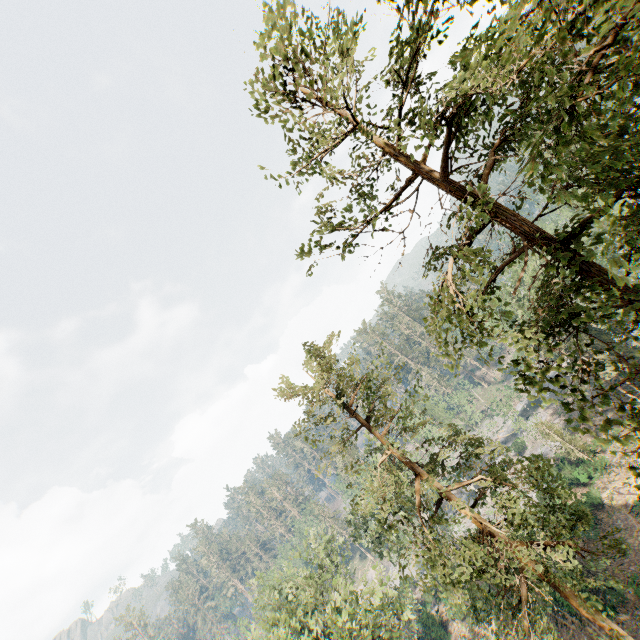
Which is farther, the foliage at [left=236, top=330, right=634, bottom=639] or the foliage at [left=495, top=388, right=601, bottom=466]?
the foliage at [left=495, top=388, right=601, bottom=466]

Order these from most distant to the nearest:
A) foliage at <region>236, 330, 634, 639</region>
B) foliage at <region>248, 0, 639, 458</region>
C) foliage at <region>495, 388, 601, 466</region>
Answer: foliage at <region>495, 388, 601, 466</region> → foliage at <region>236, 330, 634, 639</region> → foliage at <region>248, 0, 639, 458</region>

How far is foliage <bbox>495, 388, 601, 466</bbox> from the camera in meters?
35.6

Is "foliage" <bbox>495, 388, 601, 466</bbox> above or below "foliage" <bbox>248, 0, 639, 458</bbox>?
below

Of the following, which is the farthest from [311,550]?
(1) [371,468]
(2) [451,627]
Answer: (1) [371,468]

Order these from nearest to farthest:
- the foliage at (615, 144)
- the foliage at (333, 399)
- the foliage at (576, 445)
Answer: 1. the foliage at (615, 144)
2. the foliage at (333, 399)
3. the foliage at (576, 445)

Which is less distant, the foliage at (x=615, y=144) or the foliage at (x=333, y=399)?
the foliage at (x=615, y=144)
